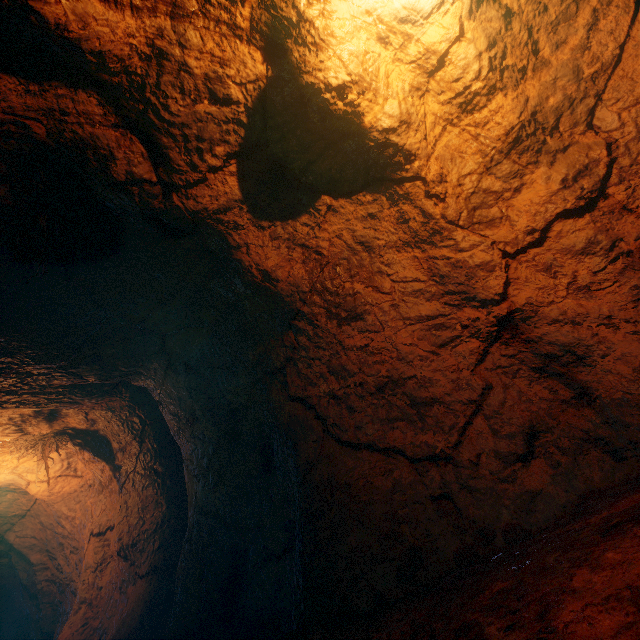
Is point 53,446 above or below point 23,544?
above
